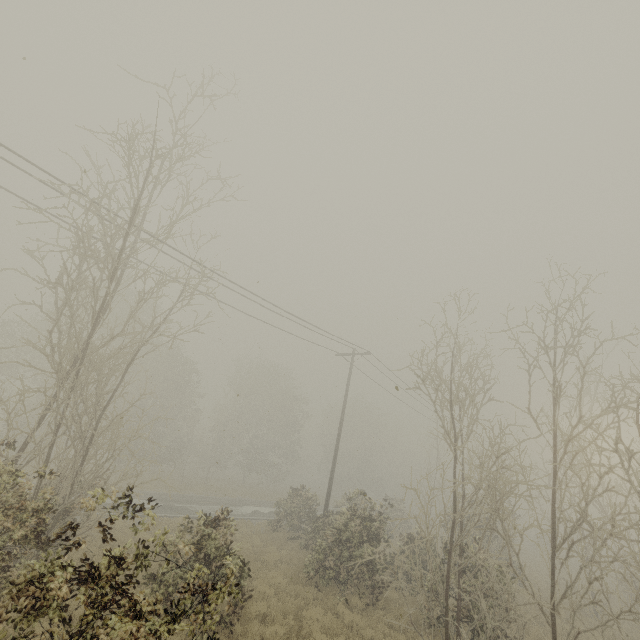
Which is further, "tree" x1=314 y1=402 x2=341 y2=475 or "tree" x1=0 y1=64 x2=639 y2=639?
"tree" x1=314 y1=402 x2=341 y2=475

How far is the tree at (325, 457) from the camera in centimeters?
5231cm

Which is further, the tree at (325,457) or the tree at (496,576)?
the tree at (325,457)

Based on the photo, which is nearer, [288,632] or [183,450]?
[288,632]

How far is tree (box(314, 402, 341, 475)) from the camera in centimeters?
5231cm
